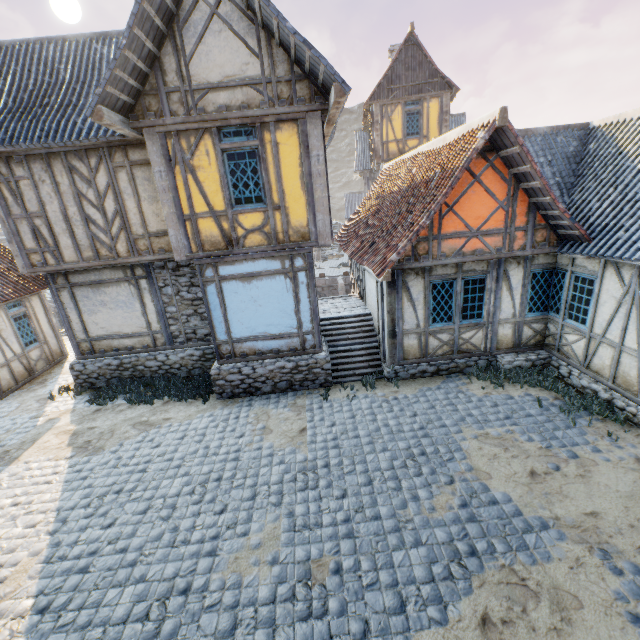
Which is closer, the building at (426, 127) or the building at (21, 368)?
the building at (21, 368)

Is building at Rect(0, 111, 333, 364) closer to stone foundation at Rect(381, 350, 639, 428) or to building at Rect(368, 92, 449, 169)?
stone foundation at Rect(381, 350, 639, 428)

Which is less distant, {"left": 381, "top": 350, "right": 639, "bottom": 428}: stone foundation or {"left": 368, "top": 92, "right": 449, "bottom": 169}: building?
{"left": 381, "top": 350, "right": 639, "bottom": 428}: stone foundation

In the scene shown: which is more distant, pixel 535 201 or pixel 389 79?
pixel 389 79

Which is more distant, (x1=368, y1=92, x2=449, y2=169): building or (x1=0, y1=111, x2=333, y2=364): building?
(x1=368, y1=92, x2=449, y2=169): building

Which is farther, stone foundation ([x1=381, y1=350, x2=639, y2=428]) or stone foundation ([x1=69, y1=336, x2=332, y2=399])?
stone foundation ([x1=69, y1=336, x2=332, y2=399])

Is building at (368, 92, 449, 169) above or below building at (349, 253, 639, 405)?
above

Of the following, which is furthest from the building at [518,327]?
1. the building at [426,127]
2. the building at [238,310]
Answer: the building at [426,127]
